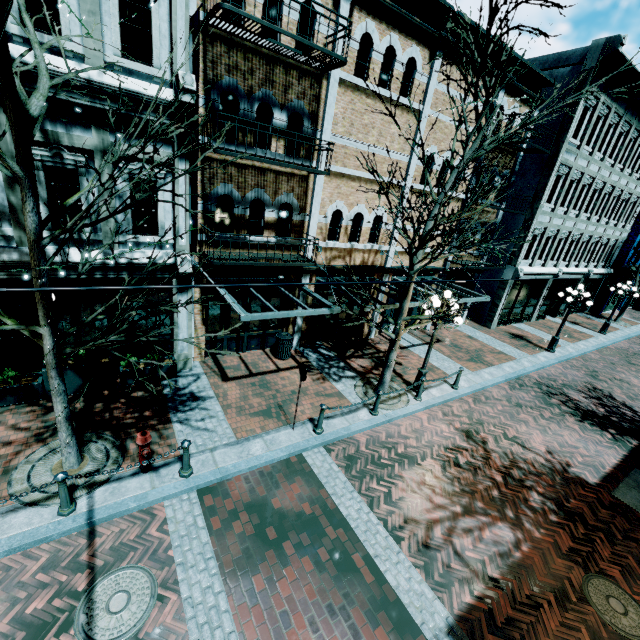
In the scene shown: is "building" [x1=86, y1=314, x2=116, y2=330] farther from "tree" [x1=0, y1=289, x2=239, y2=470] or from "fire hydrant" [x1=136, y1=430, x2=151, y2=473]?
"fire hydrant" [x1=136, y1=430, x2=151, y2=473]

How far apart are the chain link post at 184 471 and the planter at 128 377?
3.5m

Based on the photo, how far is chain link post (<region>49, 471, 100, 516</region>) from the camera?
5.4 meters

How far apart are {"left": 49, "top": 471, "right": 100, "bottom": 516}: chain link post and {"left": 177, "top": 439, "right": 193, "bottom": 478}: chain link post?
1.6 meters

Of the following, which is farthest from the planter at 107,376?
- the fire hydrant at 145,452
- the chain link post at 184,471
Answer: the chain link post at 184,471

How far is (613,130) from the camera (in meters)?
17.34

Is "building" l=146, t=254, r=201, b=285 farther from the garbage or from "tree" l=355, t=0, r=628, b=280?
"tree" l=355, t=0, r=628, b=280

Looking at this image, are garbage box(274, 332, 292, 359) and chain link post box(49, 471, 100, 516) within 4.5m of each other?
no
